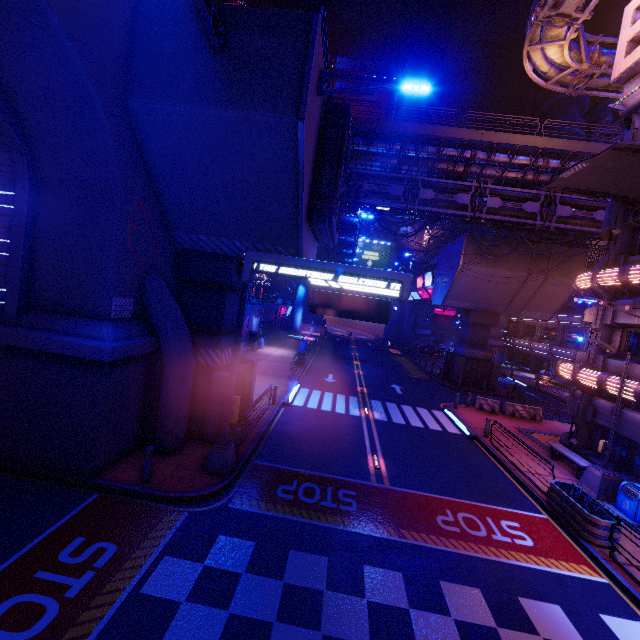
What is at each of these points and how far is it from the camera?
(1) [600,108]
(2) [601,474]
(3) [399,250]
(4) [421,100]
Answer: (1) walkway, 56.0 meters
(2) street light, 12.5 meters
(3) wall arch, 59.2 meters
(4) building, 53.6 meters

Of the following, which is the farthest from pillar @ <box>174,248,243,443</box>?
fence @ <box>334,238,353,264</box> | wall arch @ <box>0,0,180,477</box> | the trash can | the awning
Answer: fence @ <box>334,238,353,264</box>

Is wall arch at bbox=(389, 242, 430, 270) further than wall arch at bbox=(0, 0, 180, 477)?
Yes

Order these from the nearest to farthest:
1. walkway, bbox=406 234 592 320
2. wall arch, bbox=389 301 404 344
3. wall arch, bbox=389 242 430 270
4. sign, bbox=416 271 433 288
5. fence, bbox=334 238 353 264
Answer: walkway, bbox=406 234 592 320 < fence, bbox=334 238 353 264 < sign, bbox=416 271 433 288 < wall arch, bbox=389 242 430 270 < wall arch, bbox=389 301 404 344

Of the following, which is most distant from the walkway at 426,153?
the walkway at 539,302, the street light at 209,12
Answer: the street light at 209,12

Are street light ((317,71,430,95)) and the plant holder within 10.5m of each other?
no

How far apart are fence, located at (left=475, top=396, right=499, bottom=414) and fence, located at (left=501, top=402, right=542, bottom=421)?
0.3 meters

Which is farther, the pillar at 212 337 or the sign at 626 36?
the sign at 626 36
